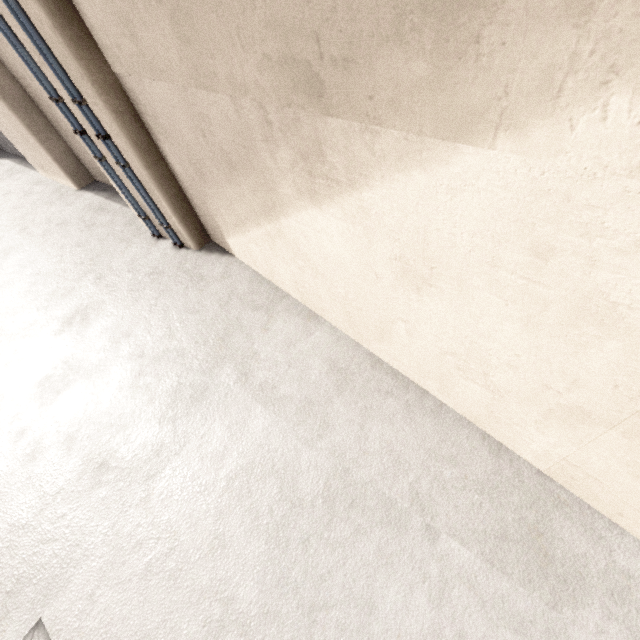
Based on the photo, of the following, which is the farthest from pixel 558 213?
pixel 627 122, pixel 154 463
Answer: pixel 154 463

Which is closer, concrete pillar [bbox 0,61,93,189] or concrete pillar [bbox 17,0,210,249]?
concrete pillar [bbox 17,0,210,249]

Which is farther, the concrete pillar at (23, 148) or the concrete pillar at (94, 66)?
the concrete pillar at (23, 148)
